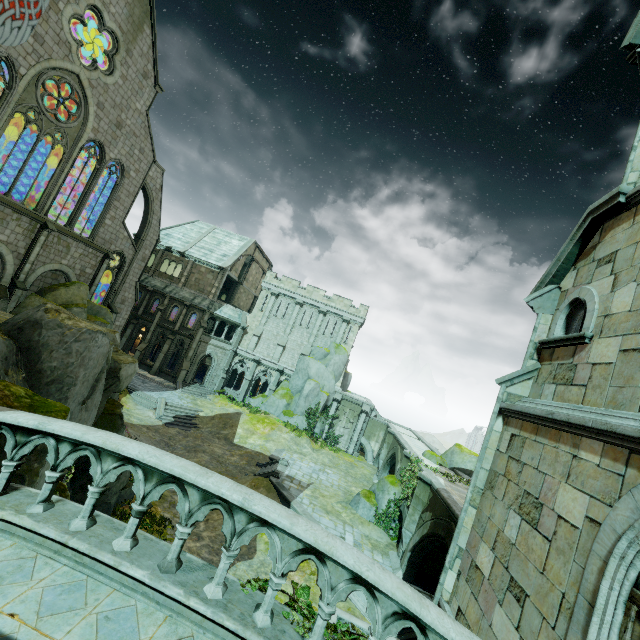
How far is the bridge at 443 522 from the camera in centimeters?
1412cm

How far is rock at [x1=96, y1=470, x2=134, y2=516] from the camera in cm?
1329

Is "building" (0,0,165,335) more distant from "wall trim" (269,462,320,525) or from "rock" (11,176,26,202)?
"wall trim" (269,462,320,525)

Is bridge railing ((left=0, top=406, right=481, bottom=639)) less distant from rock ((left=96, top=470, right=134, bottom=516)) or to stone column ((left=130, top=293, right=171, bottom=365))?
rock ((left=96, top=470, right=134, bottom=516))

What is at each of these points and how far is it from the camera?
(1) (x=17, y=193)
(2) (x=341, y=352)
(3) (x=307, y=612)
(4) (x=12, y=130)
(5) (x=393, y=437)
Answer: (1) rock, 27.52m
(2) rock, 38.38m
(3) plant, 4.26m
(4) building, 28.55m
(5) bridge, 31.20m

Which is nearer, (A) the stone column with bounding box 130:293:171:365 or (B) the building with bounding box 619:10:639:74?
(B) the building with bounding box 619:10:639:74

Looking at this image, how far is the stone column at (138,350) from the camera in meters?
36.5

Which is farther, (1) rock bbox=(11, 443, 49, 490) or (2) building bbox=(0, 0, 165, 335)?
(2) building bbox=(0, 0, 165, 335)
